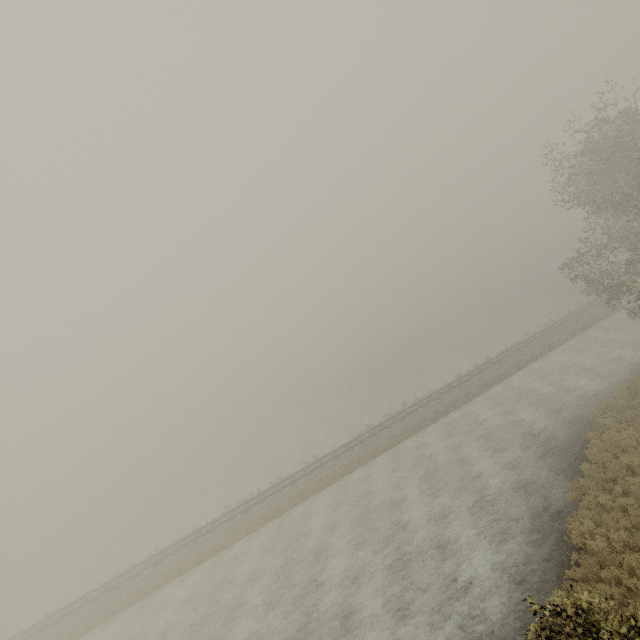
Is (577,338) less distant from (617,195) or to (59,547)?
(617,195)
